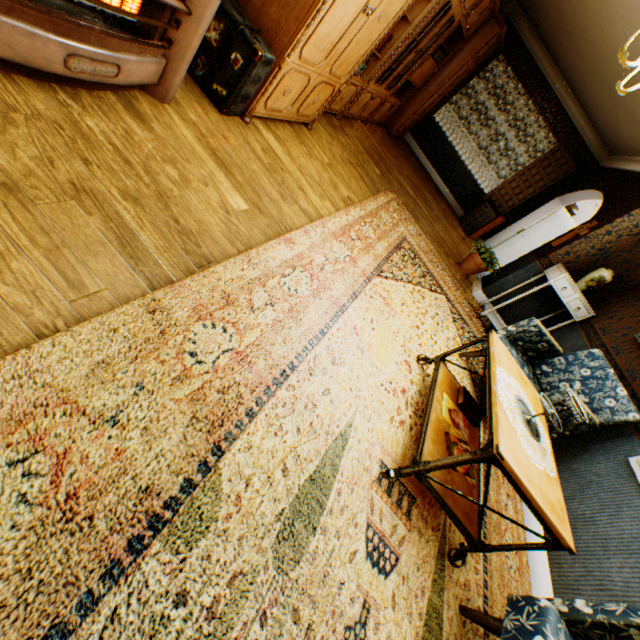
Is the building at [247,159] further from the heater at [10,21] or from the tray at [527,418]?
the tray at [527,418]

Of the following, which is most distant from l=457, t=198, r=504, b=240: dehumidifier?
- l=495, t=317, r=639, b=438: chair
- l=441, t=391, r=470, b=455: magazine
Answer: l=441, t=391, r=470, b=455: magazine

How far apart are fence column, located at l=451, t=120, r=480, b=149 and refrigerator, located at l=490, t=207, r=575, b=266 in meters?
15.8

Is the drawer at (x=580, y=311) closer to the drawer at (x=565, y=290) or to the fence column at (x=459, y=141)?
the drawer at (x=565, y=290)

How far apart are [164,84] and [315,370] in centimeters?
209cm

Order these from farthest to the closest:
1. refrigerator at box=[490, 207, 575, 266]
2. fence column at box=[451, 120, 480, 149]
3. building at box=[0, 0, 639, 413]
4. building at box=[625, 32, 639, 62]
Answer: fence column at box=[451, 120, 480, 149] → refrigerator at box=[490, 207, 575, 266] → building at box=[625, 32, 639, 62] → building at box=[0, 0, 639, 413]

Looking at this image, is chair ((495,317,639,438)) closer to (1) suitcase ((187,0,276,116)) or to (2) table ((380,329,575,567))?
(2) table ((380,329,575,567))

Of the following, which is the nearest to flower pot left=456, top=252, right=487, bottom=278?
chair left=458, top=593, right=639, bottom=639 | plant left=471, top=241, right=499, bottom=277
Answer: plant left=471, top=241, right=499, bottom=277
